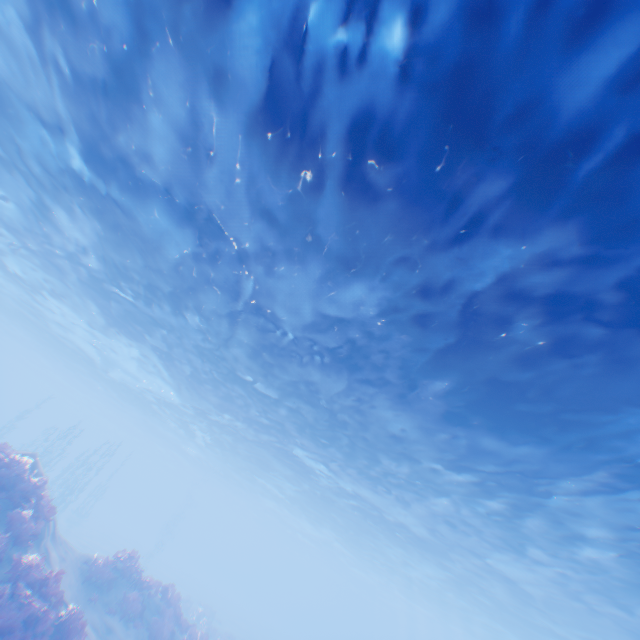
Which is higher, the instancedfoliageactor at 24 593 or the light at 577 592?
the light at 577 592

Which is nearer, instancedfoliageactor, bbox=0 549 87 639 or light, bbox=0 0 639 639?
light, bbox=0 0 639 639

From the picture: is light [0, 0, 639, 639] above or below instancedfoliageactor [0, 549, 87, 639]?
above

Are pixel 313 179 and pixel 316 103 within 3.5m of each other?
yes

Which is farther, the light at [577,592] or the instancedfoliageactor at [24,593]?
the instancedfoliageactor at [24,593]
